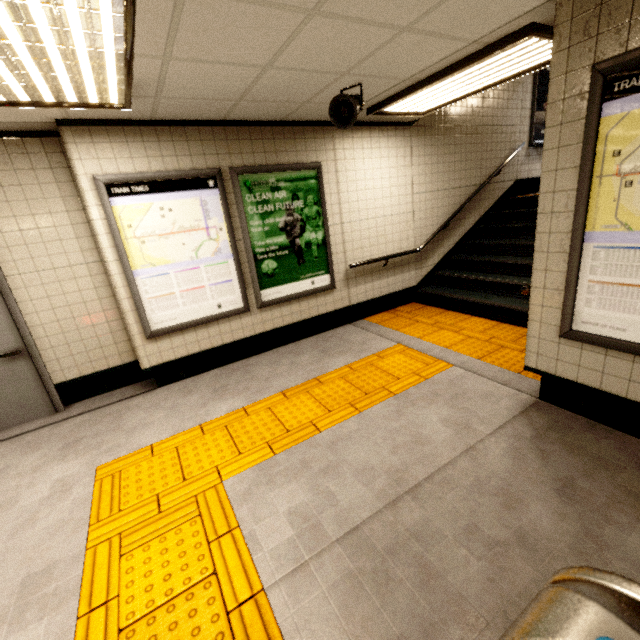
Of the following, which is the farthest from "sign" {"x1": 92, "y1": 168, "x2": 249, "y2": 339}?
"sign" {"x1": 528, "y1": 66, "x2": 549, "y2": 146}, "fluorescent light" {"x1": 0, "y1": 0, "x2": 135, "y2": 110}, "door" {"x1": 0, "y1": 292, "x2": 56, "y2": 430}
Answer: "sign" {"x1": 528, "y1": 66, "x2": 549, "y2": 146}

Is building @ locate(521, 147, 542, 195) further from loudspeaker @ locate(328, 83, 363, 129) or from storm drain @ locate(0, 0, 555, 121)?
loudspeaker @ locate(328, 83, 363, 129)

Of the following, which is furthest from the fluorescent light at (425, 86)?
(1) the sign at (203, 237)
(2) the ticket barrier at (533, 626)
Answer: (2) the ticket barrier at (533, 626)

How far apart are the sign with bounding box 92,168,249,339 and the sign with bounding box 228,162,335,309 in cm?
9

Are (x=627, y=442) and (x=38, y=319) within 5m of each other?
no

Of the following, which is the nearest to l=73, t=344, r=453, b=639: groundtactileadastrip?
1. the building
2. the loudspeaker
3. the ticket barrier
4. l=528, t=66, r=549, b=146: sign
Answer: the ticket barrier

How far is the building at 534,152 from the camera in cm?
684

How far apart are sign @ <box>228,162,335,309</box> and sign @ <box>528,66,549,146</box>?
5.10m
